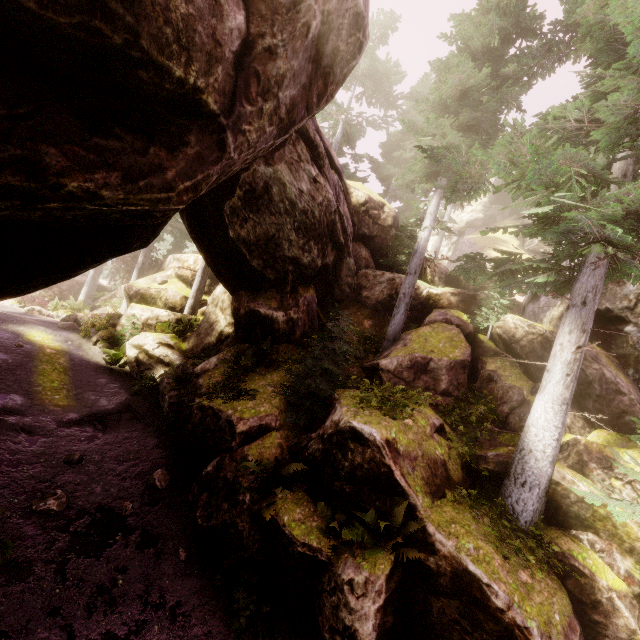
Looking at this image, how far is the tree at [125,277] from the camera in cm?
2661

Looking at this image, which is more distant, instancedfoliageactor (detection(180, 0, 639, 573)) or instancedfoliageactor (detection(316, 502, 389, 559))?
instancedfoliageactor (detection(180, 0, 639, 573))

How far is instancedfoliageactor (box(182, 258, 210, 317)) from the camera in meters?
19.6

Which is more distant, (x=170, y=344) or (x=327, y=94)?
(x=170, y=344)

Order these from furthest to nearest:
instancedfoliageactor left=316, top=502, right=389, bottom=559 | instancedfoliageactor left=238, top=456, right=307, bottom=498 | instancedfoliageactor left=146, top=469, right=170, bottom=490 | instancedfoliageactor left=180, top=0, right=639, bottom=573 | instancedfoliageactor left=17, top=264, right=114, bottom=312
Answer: instancedfoliageactor left=17, top=264, right=114, bottom=312 → instancedfoliageactor left=146, top=469, right=170, bottom=490 → instancedfoliageactor left=238, top=456, right=307, bottom=498 → instancedfoliageactor left=180, top=0, right=639, bottom=573 → instancedfoliageactor left=316, top=502, right=389, bottom=559

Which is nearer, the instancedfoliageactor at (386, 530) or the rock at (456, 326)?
the rock at (456, 326)
